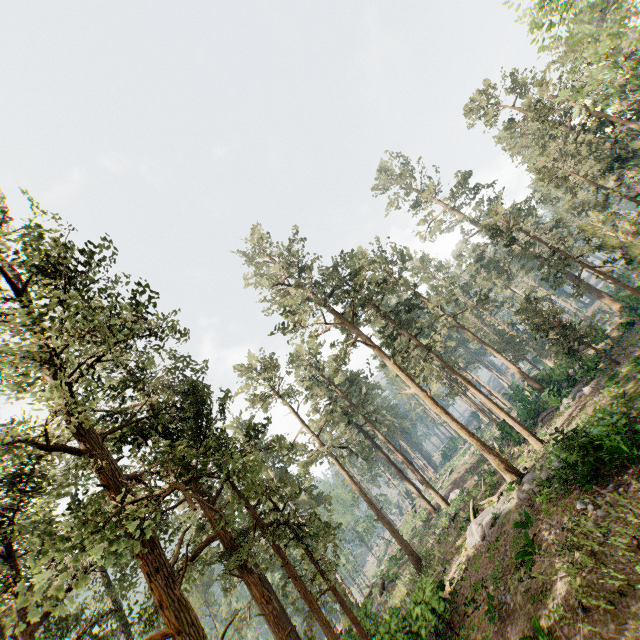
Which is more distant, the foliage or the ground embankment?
the ground embankment

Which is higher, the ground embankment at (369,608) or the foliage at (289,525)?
the foliage at (289,525)

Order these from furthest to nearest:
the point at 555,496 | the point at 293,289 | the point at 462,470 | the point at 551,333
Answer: the point at 462,470 < the point at 551,333 < the point at 293,289 < the point at 555,496

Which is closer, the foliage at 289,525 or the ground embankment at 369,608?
the foliage at 289,525

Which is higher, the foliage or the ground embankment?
the foliage
